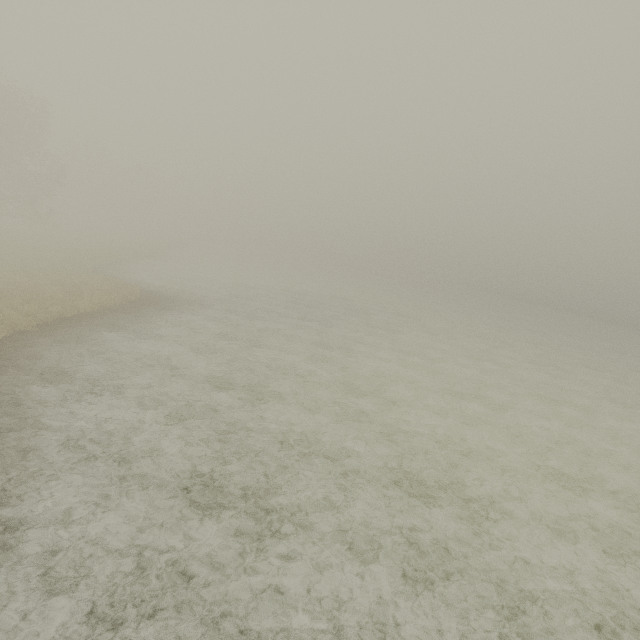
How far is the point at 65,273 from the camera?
21.3 meters
